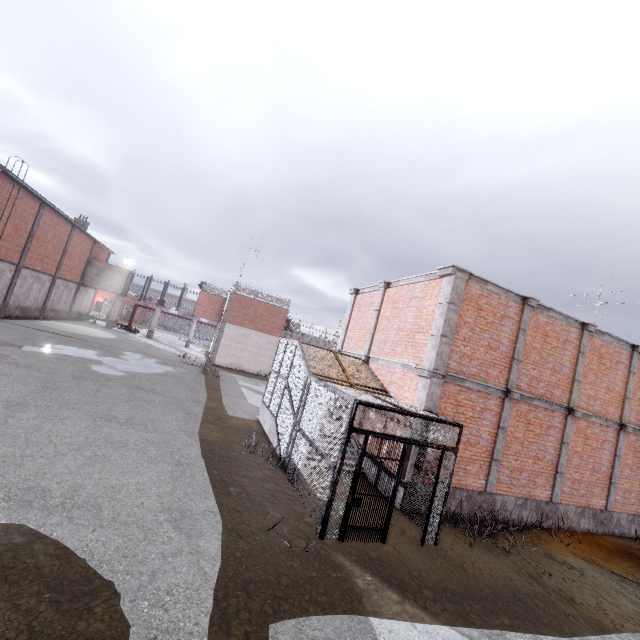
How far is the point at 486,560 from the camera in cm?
747

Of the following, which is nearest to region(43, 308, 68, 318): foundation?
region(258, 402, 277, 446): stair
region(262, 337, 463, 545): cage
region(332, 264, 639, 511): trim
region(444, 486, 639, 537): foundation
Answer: region(262, 337, 463, 545): cage

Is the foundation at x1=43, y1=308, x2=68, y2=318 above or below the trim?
below

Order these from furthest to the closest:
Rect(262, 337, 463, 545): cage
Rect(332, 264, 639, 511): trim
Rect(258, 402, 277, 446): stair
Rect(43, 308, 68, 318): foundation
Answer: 1. Rect(43, 308, 68, 318): foundation
2. Rect(258, 402, 277, 446): stair
3. Rect(332, 264, 639, 511): trim
4. Rect(262, 337, 463, 545): cage

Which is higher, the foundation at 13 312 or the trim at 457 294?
the trim at 457 294

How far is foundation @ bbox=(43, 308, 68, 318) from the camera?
29.8 meters

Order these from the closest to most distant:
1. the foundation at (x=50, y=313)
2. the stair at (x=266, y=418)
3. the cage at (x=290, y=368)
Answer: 1. the cage at (x=290, y=368)
2. the stair at (x=266, y=418)
3. the foundation at (x=50, y=313)

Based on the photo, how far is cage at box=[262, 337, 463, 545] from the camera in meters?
6.8
